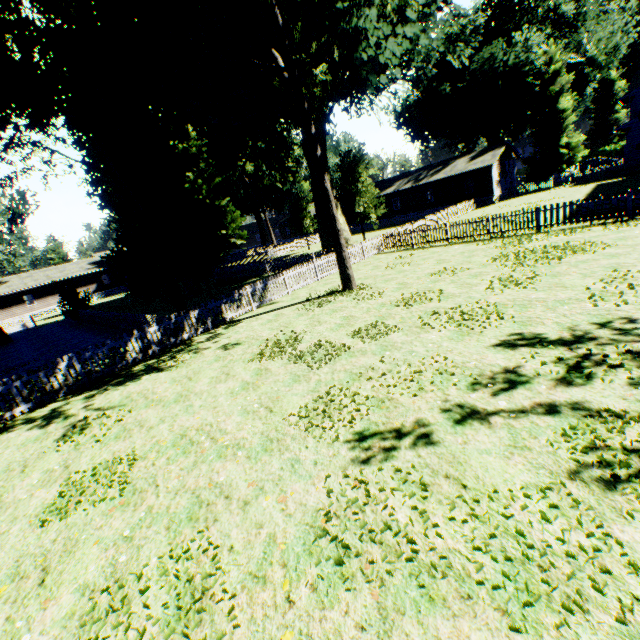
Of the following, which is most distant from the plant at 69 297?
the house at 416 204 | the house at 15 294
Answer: the house at 15 294

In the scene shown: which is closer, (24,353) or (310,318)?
(310,318)

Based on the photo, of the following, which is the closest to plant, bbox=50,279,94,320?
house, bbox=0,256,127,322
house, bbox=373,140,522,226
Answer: house, bbox=373,140,522,226

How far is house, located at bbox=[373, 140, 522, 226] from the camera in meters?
37.5 m

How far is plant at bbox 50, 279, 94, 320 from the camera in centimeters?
2717cm

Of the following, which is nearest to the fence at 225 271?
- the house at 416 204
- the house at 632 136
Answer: the house at 416 204

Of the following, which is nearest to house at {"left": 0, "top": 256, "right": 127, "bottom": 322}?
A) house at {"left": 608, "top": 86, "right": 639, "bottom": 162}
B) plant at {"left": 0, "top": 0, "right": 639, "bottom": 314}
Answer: plant at {"left": 0, "top": 0, "right": 639, "bottom": 314}

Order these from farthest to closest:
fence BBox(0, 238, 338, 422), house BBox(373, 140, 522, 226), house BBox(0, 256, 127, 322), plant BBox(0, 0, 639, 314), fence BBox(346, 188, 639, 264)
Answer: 1. house BBox(0, 256, 127, 322)
2. house BBox(373, 140, 522, 226)
3. fence BBox(346, 188, 639, 264)
4. plant BBox(0, 0, 639, 314)
5. fence BBox(0, 238, 338, 422)
